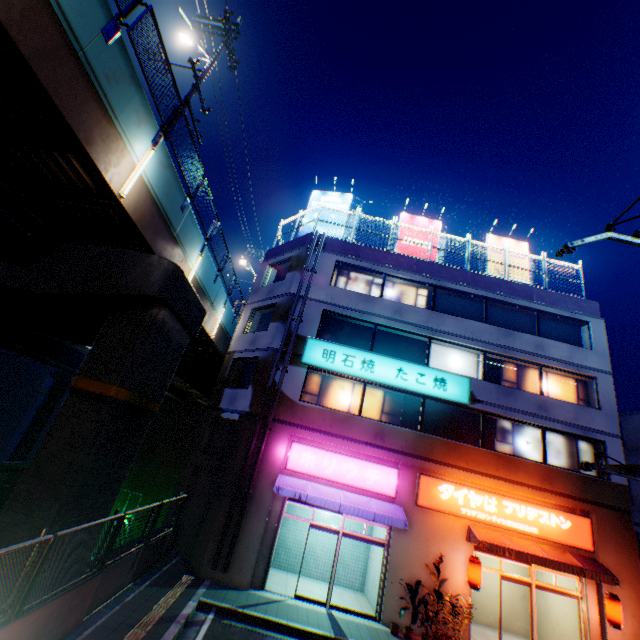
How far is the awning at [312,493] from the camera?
11.89m

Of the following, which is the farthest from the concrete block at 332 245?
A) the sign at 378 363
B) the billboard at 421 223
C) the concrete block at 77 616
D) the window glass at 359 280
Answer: the concrete block at 77 616

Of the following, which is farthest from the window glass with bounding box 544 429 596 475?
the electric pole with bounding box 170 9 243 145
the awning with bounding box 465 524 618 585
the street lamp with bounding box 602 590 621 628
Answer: the electric pole with bounding box 170 9 243 145

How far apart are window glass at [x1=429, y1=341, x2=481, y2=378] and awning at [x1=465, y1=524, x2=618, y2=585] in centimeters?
607cm

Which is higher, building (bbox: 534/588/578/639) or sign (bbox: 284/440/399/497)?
sign (bbox: 284/440/399/497)

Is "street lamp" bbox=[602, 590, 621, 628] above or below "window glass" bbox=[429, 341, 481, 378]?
below

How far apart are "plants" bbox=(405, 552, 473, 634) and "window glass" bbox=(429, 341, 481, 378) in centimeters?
747cm

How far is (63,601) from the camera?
6.31m
